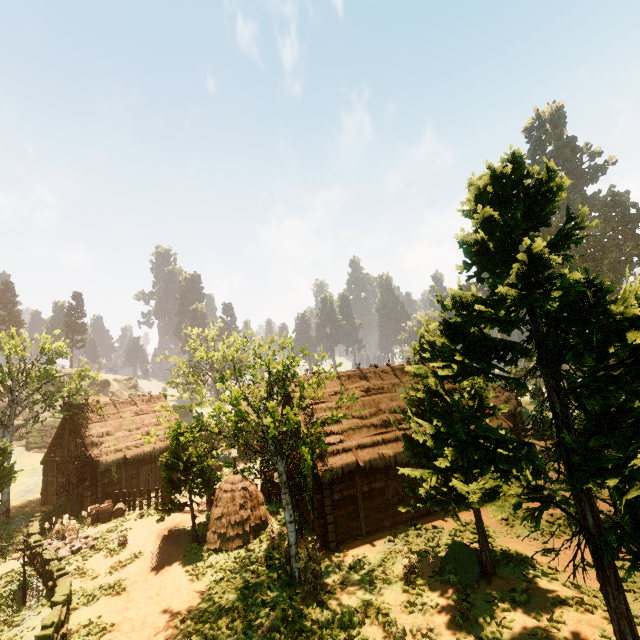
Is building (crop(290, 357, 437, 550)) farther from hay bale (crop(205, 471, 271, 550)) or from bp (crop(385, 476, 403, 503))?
hay bale (crop(205, 471, 271, 550))

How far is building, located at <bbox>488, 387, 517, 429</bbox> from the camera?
19.2m

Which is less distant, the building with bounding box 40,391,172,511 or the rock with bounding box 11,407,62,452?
the building with bounding box 40,391,172,511

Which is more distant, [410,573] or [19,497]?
[19,497]

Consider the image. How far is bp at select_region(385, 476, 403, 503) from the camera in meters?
16.2 m

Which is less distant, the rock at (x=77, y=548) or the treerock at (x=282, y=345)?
the treerock at (x=282, y=345)

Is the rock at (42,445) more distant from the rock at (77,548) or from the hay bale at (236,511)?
the hay bale at (236,511)

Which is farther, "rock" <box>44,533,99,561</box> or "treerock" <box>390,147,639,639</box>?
"rock" <box>44,533,99,561</box>
